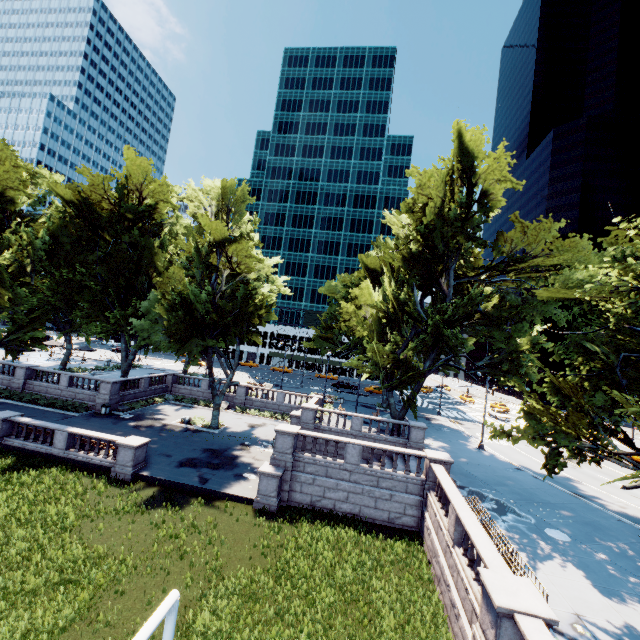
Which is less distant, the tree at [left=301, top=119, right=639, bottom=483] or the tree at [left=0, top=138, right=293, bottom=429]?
the tree at [left=301, top=119, right=639, bottom=483]

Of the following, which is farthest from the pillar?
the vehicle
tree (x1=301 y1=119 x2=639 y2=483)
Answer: the vehicle

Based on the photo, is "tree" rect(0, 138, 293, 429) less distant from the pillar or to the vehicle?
the pillar

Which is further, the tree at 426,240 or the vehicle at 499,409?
the vehicle at 499,409

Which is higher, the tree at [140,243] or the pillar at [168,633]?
the tree at [140,243]

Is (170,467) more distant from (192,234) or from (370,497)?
(192,234)

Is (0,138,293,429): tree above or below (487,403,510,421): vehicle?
above
